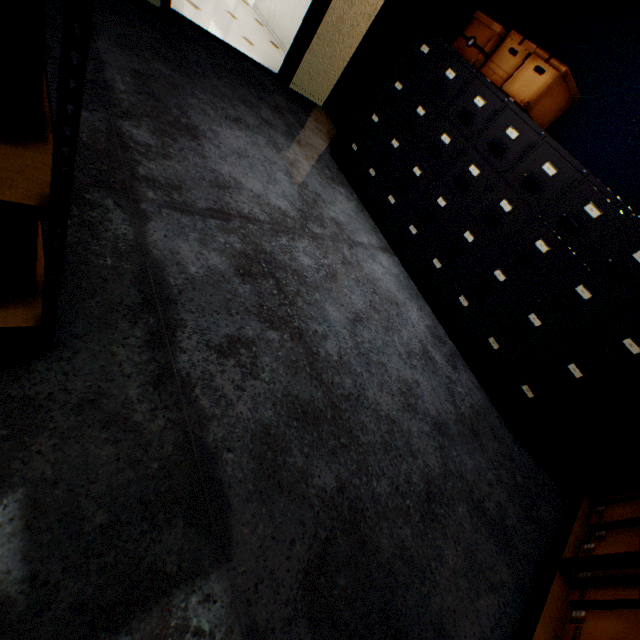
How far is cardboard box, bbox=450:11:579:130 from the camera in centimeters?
219cm

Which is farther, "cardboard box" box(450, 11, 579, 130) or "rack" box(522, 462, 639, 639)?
"cardboard box" box(450, 11, 579, 130)

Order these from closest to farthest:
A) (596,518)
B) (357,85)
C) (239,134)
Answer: (596,518) → (239,134) → (357,85)

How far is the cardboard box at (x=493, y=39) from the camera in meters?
2.2

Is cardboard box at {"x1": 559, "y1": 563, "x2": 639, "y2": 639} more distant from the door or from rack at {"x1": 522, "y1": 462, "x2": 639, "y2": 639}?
the door

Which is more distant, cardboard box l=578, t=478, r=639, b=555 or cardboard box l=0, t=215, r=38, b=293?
cardboard box l=578, t=478, r=639, b=555

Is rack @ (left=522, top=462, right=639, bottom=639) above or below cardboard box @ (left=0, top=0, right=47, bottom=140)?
below

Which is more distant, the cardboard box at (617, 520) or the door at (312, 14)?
the door at (312, 14)
